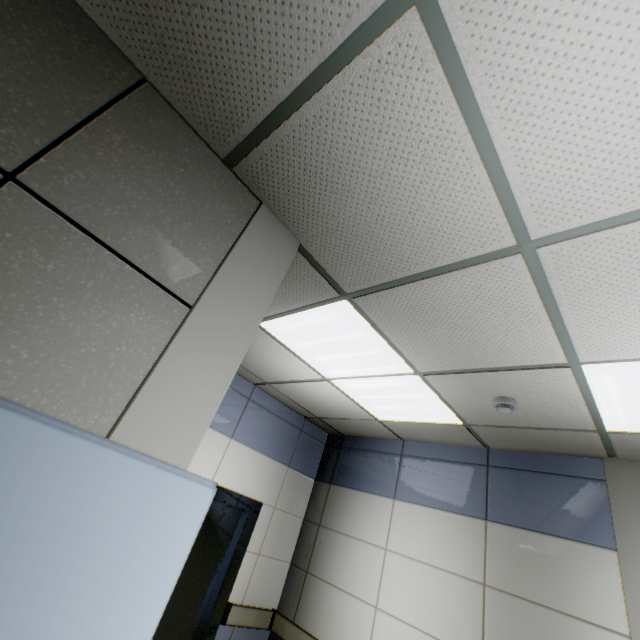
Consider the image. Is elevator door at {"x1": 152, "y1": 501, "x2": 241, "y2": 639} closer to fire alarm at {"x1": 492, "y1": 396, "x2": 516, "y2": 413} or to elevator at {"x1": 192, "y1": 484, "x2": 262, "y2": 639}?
elevator at {"x1": 192, "y1": 484, "x2": 262, "y2": 639}

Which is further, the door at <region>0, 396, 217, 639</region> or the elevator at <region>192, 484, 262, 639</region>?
the elevator at <region>192, 484, 262, 639</region>

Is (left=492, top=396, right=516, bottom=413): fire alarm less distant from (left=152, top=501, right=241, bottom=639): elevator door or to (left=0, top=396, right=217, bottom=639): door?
(left=0, top=396, right=217, bottom=639): door

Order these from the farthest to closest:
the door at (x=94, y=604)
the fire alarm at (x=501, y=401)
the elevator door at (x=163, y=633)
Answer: the elevator door at (x=163, y=633) → the fire alarm at (x=501, y=401) → the door at (x=94, y=604)

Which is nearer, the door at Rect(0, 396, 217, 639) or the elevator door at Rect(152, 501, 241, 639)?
the door at Rect(0, 396, 217, 639)

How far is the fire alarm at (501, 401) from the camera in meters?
2.4 m

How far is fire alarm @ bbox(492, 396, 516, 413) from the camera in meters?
2.4 m

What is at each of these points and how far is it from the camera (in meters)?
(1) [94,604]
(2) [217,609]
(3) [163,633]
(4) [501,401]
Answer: (1) door, 0.79
(2) elevator, 3.32
(3) elevator door, 3.07
(4) fire alarm, 2.43
